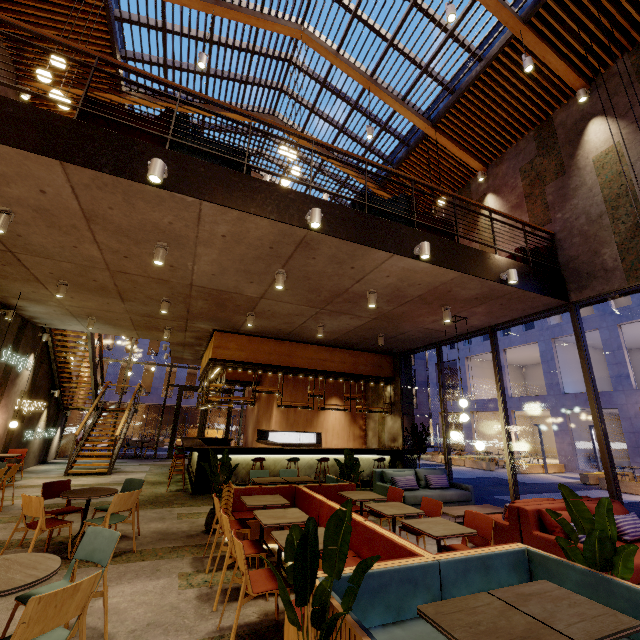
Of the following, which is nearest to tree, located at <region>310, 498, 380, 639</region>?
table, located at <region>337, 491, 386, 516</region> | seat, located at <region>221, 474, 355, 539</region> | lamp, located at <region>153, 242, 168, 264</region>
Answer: seat, located at <region>221, 474, 355, 539</region>

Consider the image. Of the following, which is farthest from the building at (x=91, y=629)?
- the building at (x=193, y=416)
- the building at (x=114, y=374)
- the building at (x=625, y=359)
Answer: the building at (x=193, y=416)

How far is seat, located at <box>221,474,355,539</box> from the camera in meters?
4.9 m

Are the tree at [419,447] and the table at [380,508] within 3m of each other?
no

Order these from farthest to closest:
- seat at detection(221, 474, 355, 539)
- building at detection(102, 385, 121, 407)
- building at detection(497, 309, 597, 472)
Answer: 1. building at detection(102, 385, 121, 407)
2. building at detection(497, 309, 597, 472)
3. seat at detection(221, 474, 355, 539)

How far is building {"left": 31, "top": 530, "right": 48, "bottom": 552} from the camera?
4.7m

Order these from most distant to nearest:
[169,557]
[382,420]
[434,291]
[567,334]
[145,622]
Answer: [567,334] < [382,420] < [434,291] < [169,557] < [145,622]

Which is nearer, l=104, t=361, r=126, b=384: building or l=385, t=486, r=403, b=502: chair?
l=385, t=486, r=403, b=502: chair
